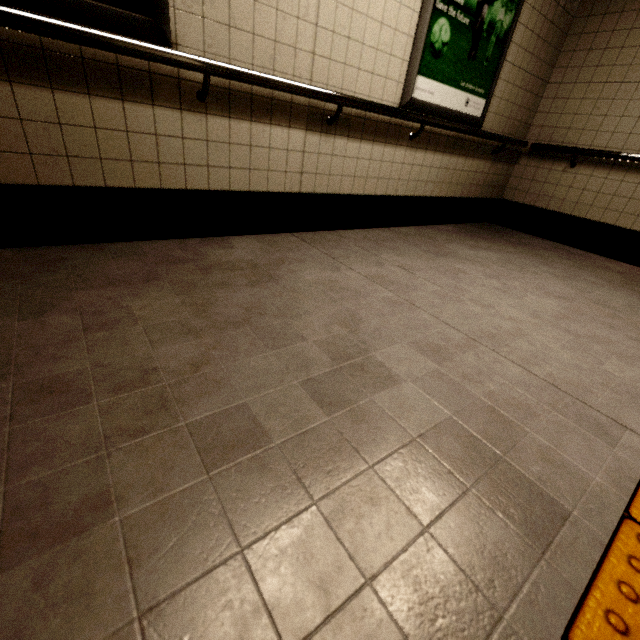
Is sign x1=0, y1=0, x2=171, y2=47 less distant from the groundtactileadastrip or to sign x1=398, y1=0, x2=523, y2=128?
sign x1=398, y1=0, x2=523, y2=128

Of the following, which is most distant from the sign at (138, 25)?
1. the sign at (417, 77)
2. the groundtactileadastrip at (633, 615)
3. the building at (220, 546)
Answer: the groundtactileadastrip at (633, 615)

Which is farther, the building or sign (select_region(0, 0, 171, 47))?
sign (select_region(0, 0, 171, 47))

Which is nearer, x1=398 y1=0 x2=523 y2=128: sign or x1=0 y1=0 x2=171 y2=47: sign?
x1=0 y1=0 x2=171 y2=47: sign

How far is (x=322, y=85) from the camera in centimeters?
224cm

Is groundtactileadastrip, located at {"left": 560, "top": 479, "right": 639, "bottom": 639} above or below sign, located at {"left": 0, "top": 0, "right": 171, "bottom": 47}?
below

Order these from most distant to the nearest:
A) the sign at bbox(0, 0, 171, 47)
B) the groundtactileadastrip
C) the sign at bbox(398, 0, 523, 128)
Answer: the sign at bbox(398, 0, 523, 128) < the sign at bbox(0, 0, 171, 47) < the groundtactileadastrip
